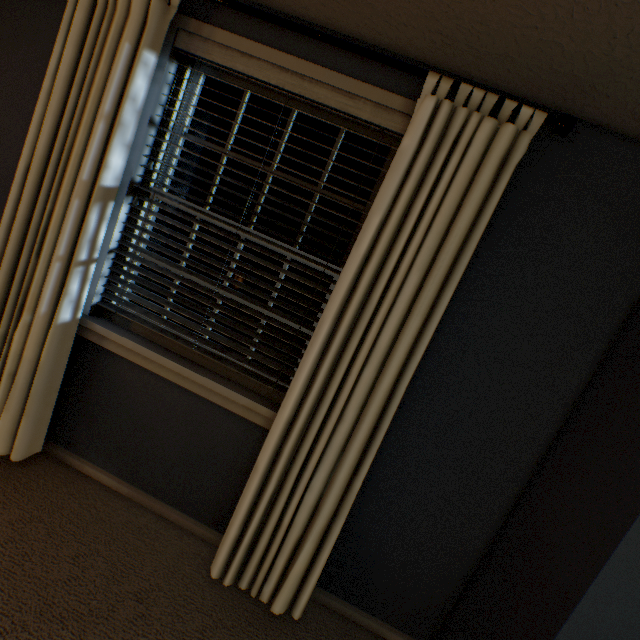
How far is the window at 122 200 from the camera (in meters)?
1.39

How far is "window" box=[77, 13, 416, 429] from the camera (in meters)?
1.39

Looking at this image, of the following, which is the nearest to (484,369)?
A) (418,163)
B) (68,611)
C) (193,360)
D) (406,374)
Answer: (406,374)
